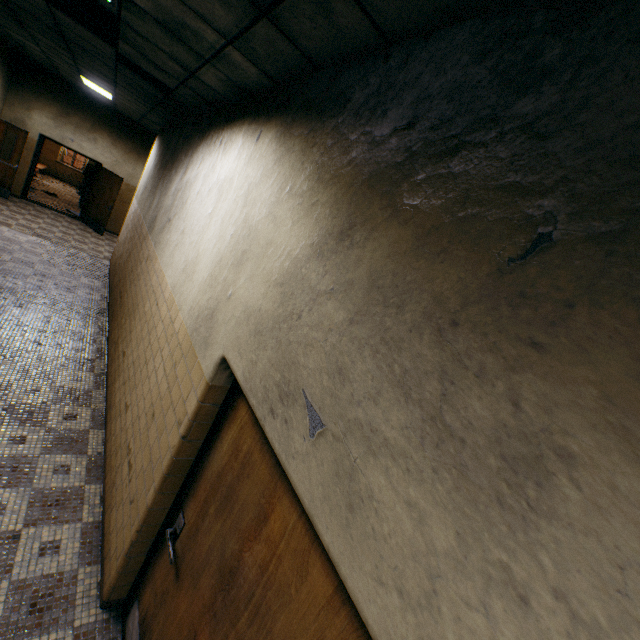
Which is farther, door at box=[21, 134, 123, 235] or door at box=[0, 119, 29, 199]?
door at box=[21, 134, 123, 235]

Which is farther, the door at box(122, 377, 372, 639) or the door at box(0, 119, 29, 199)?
the door at box(0, 119, 29, 199)

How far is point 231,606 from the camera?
1.5m

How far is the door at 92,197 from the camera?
10.5m

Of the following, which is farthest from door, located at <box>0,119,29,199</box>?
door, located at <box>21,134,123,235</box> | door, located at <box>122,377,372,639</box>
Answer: door, located at <box>122,377,372,639</box>

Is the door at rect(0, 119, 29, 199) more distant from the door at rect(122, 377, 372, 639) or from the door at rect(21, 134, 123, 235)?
the door at rect(122, 377, 372, 639)

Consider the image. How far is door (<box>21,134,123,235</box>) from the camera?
10.54m

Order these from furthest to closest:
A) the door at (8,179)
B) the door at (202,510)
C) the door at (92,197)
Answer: the door at (92,197) < the door at (8,179) < the door at (202,510)
